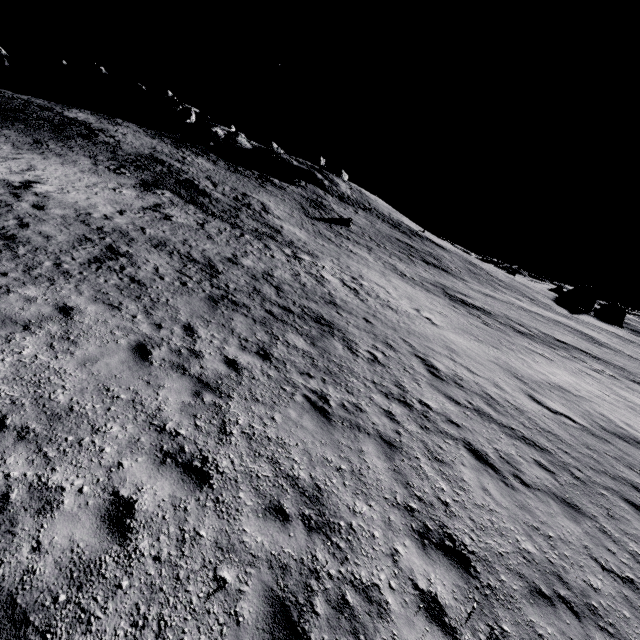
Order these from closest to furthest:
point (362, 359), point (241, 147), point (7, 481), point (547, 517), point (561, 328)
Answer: point (7, 481)
point (547, 517)
point (362, 359)
point (561, 328)
point (241, 147)
